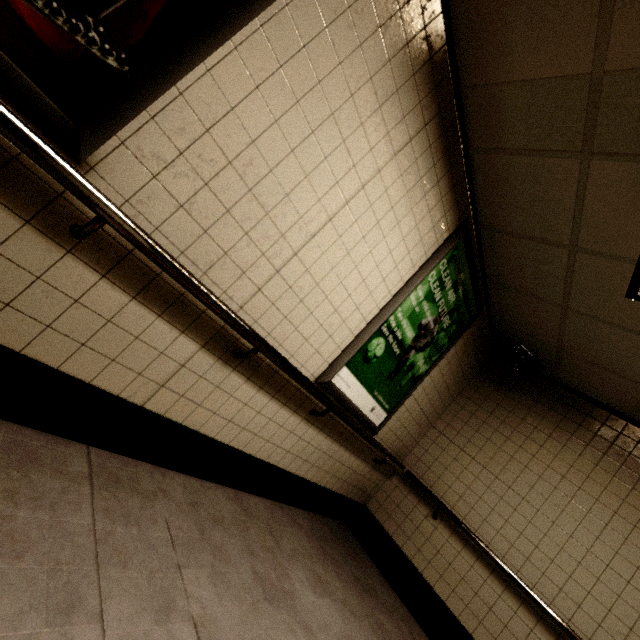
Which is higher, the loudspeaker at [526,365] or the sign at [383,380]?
the loudspeaker at [526,365]

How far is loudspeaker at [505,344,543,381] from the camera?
3.5m

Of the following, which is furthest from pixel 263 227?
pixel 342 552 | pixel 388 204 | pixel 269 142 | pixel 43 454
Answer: pixel 342 552

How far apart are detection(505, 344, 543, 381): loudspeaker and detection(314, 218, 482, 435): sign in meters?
0.7 m

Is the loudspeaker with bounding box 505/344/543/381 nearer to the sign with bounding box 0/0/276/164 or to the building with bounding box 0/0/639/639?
the building with bounding box 0/0/639/639

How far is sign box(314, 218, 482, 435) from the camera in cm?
250

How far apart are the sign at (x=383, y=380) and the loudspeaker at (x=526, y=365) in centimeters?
69cm
